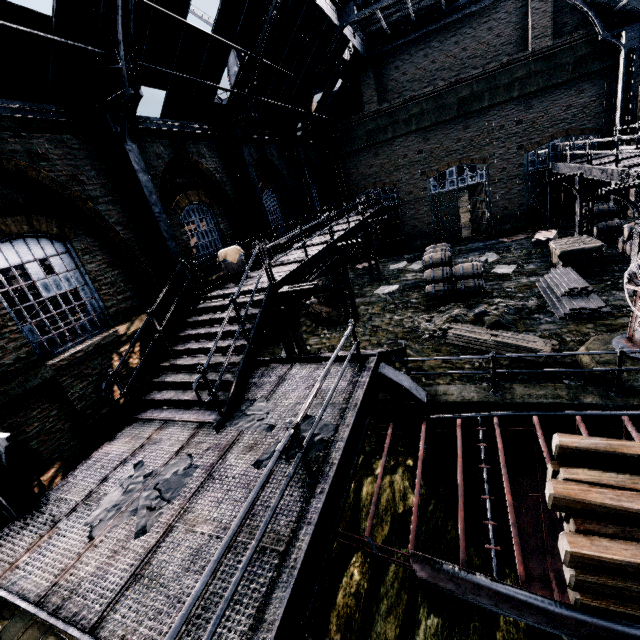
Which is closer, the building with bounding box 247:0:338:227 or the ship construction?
the ship construction

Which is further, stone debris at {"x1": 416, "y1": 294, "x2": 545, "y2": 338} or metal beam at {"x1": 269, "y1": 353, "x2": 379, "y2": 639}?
stone debris at {"x1": 416, "y1": 294, "x2": 545, "y2": 338}

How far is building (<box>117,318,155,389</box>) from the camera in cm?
914

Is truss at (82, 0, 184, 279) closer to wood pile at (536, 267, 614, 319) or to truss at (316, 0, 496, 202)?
wood pile at (536, 267, 614, 319)

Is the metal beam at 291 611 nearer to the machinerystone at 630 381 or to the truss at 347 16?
the machinerystone at 630 381

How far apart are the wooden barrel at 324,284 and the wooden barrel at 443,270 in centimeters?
522cm

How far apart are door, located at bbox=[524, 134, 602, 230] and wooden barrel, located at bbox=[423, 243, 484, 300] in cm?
1091

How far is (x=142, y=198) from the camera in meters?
9.8
